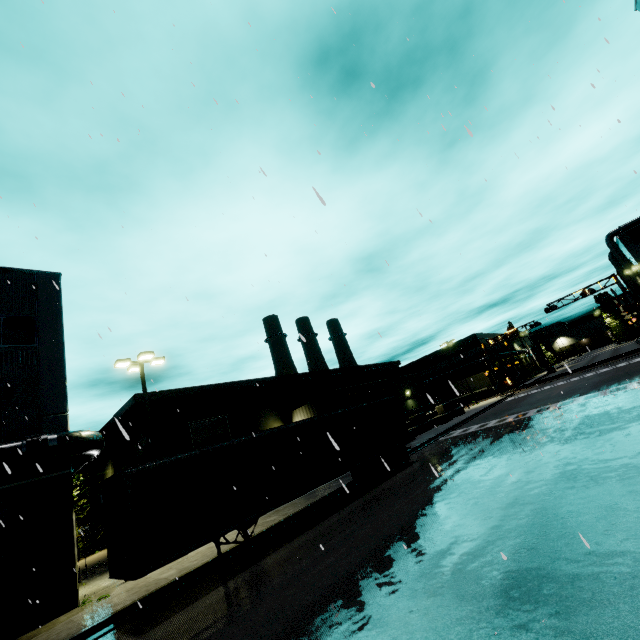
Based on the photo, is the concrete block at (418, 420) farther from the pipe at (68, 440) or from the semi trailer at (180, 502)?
the pipe at (68, 440)

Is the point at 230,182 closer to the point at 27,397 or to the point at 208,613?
the point at 27,397

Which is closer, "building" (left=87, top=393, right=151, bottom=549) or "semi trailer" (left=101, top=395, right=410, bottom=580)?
"semi trailer" (left=101, top=395, right=410, bottom=580)

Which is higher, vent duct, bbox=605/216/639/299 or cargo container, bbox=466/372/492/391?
vent duct, bbox=605/216/639/299

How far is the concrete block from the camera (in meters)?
31.72

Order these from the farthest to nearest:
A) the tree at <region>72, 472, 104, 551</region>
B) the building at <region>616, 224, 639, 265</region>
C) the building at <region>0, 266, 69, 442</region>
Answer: the building at <region>616, 224, 639, 265</region>
the tree at <region>72, 472, 104, 551</region>
the building at <region>0, 266, 69, 442</region>

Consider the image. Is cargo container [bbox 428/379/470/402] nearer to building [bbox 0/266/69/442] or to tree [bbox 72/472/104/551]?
building [bbox 0/266/69/442]

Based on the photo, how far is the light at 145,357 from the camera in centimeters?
1647cm
